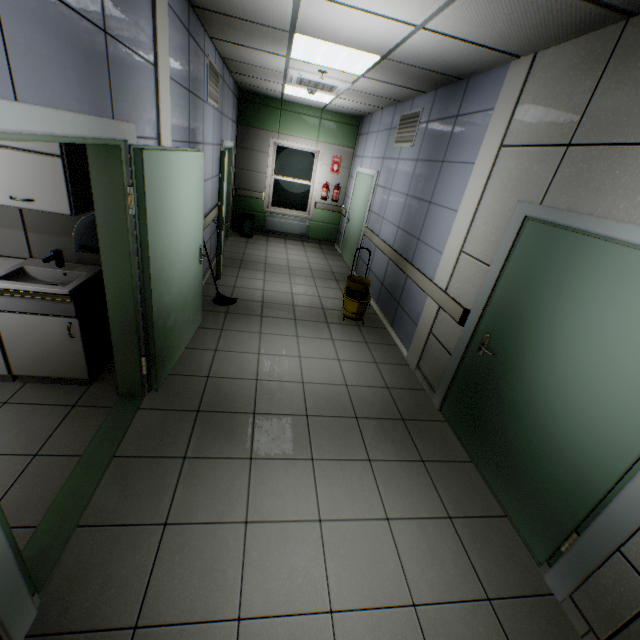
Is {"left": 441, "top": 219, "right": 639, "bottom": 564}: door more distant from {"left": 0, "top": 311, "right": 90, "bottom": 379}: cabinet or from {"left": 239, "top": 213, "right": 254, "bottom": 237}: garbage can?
{"left": 239, "top": 213, "right": 254, "bottom": 237}: garbage can

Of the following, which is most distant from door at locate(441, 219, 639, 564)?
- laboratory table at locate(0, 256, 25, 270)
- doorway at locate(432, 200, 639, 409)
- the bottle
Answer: laboratory table at locate(0, 256, 25, 270)

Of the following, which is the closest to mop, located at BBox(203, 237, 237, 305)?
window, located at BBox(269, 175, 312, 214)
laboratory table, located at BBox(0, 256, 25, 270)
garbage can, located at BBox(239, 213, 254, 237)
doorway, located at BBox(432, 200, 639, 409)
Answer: laboratory table, located at BBox(0, 256, 25, 270)

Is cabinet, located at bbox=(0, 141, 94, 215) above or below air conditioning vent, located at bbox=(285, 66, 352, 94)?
below

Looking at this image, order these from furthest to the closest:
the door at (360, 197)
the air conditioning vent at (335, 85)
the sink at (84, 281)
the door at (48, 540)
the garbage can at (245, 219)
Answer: the garbage can at (245, 219)
the door at (360, 197)
the air conditioning vent at (335, 85)
the sink at (84, 281)
the door at (48, 540)

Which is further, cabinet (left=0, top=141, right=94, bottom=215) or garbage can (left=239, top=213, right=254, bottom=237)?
garbage can (left=239, top=213, right=254, bottom=237)

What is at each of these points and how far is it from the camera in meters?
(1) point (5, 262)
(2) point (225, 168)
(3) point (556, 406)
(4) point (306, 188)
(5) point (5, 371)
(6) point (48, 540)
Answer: (1) laboratory table, 2.7 m
(2) door, 5.0 m
(3) door, 2.2 m
(4) window, 8.8 m
(5) laboratory table, 2.7 m
(6) door, 1.8 m

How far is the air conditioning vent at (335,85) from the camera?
4.7m
